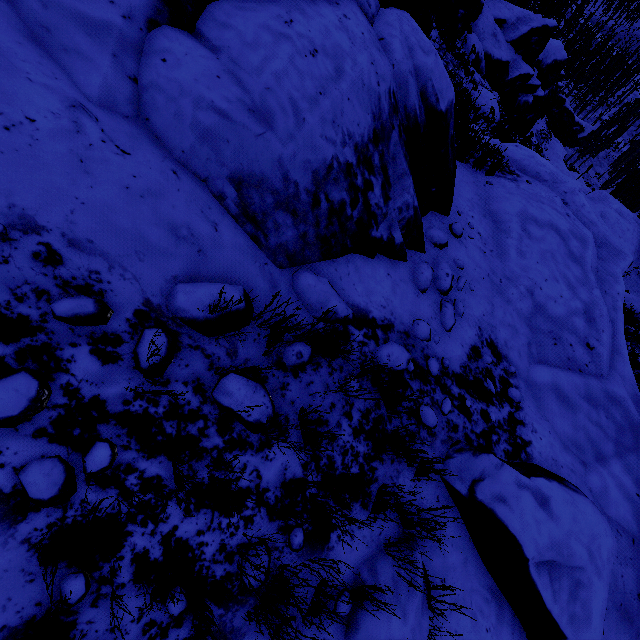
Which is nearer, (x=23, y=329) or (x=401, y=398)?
(x=23, y=329)

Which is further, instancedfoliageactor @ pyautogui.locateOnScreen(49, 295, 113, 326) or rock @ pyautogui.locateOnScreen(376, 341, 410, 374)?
rock @ pyautogui.locateOnScreen(376, 341, 410, 374)

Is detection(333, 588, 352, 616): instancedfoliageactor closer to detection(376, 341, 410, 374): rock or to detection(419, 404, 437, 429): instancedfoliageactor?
detection(376, 341, 410, 374): rock

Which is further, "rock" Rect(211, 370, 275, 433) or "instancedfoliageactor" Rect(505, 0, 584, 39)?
"instancedfoliageactor" Rect(505, 0, 584, 39)

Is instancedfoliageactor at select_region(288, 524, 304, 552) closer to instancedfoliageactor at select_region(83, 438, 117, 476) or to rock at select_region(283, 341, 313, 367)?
rock at select_region(283, 341, 313, 367)

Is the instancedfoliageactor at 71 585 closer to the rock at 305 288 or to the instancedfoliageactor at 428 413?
the rock at 305 288

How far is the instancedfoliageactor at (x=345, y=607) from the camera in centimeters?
187cm

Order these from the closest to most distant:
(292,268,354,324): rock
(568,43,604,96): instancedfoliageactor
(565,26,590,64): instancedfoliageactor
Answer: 1. (292,268,354,324): rock
2. (565,26,590,64): instancedfoliageactor
3. (568,43,604,96): instancedfoliageactor
